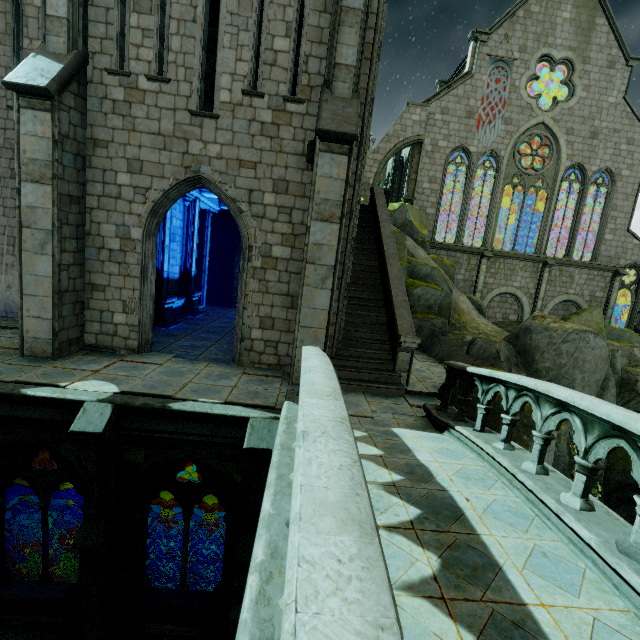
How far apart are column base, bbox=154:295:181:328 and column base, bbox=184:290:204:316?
1.7 meters

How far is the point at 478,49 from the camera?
22.0m

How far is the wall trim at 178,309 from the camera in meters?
14.3

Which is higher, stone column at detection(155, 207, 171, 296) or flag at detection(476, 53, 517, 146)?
flag at detection(476, 53, 517, 146)

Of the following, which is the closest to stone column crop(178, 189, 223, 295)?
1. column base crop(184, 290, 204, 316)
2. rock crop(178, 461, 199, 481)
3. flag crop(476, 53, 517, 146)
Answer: column base crop(184, 290, 204, 316)

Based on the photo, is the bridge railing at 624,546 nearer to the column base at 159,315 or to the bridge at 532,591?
the bridge at 532,591

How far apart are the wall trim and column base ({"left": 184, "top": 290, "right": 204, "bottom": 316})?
0.0m

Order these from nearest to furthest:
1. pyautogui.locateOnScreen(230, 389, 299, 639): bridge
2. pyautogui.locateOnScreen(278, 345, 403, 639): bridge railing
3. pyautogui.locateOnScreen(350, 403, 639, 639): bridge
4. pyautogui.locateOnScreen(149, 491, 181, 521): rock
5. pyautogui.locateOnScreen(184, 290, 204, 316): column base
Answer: pyautogui.locateOnScreen(278, 345, 403, 639): bridge railing < pyautogui.locateOnScreen(230, 389, 299, 639): bridge < pyautogui.locateOnScreen(350, 403, 639, 639): bridge < pyautogui.locateOnScreen(184, 290, 204, 316): column base < pyautogui.locateOnScreen(149, 491, 181, 521): rock
